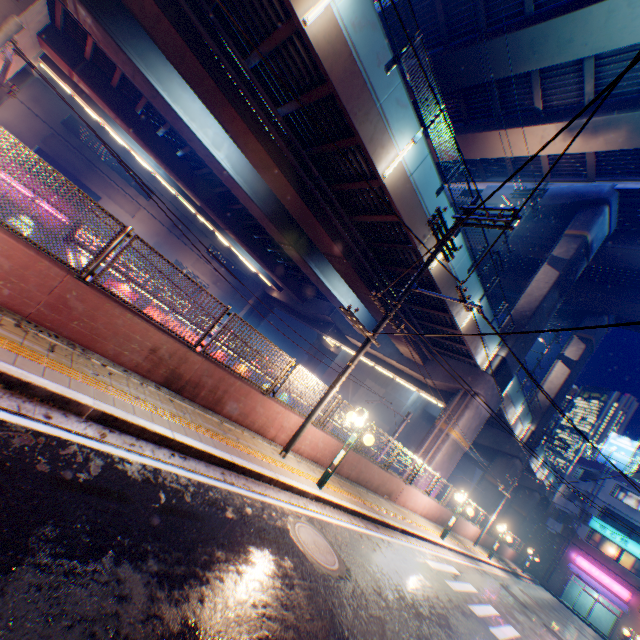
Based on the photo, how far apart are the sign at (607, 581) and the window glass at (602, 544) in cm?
162

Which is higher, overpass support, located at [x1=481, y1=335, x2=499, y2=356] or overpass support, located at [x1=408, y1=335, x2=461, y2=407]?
overpass support, located at [x1=481, y1=335, x2=499, y2=356]

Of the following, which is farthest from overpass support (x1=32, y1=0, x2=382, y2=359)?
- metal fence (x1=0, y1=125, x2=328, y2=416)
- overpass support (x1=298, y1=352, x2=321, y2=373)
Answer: overpass support (x1=298, y1=352, x2=321, y2=373)

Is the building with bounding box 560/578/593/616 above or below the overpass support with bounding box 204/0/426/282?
below

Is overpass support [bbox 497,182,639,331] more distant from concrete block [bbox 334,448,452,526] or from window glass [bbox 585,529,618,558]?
window glass [bbox 585,529,618,558]

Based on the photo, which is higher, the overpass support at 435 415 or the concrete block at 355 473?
the overpass support at 435 415

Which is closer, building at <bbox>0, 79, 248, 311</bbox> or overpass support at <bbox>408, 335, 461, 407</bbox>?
overpass support at <bbox>408, 335, 461, 407</bbox>

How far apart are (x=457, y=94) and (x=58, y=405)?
28.8 meters
